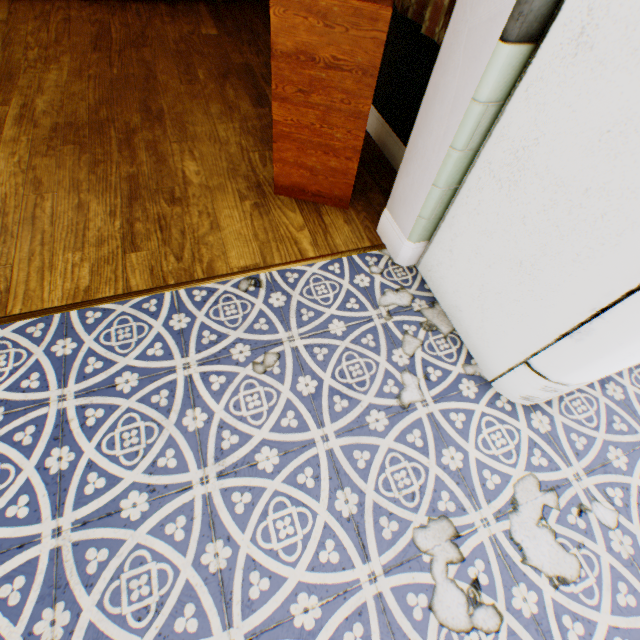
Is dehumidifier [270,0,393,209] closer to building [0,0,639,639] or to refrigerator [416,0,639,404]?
building [0,0,639,639]

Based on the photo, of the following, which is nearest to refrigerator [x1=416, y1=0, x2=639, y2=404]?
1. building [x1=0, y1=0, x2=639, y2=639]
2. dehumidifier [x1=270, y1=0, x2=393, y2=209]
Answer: building [x1=0, y1=0, x2=639, y2=639]

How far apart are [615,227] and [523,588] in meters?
1.1

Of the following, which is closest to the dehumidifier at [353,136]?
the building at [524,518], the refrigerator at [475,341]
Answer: the building at [524,518]
